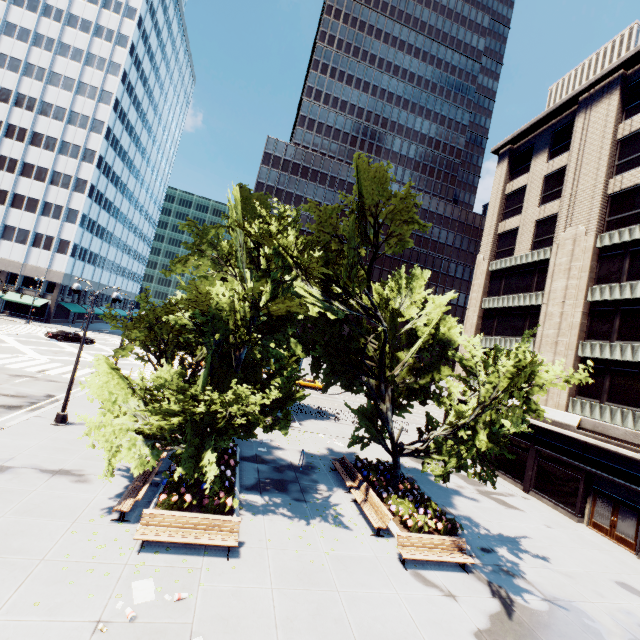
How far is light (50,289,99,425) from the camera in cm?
1631

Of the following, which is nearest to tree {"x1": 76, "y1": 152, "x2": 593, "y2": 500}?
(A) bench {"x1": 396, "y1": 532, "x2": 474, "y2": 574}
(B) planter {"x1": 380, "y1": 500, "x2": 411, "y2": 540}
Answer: (B) planter {"x1": 380, "y1": 500, "x2": 411, "y2": 540}

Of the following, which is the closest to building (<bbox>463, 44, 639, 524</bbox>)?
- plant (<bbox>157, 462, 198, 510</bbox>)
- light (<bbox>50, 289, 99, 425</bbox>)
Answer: plant (<bbox>157, 462, 198, 510</bbox>)

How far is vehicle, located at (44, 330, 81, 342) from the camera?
39.75m

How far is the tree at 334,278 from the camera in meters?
10.9 m

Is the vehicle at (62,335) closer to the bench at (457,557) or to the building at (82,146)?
the building at (82,146)

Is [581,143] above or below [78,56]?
below

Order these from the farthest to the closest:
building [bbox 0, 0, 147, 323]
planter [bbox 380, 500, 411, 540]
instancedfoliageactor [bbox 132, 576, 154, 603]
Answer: building [bbox 0, 0, 147, 323] → planter [bbox 380, 500, 411, 540] → instancedfoliageactor [bbox 132, 576, 154, 603]
